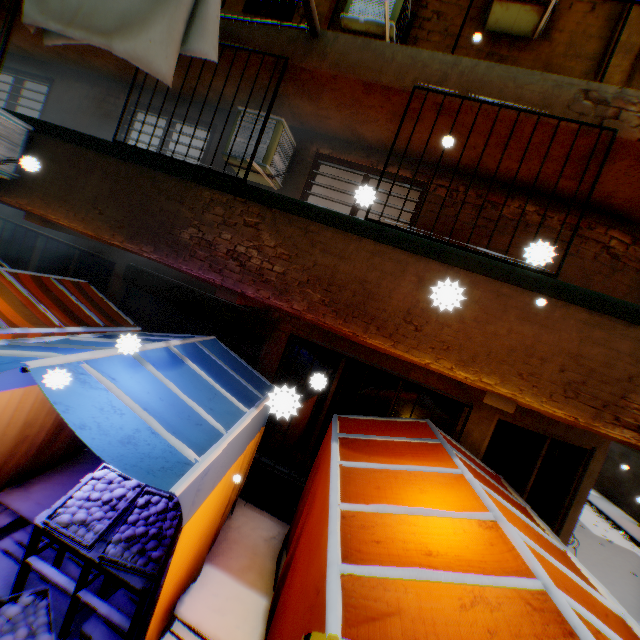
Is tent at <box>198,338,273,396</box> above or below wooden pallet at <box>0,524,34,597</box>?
above

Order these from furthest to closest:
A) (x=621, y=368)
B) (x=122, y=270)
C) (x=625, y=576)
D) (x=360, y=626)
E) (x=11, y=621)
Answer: (x=625, y=576) < (x=122, y=270) < (x=621, y=368) < (x=11, y=621) < (x=360, y=626)

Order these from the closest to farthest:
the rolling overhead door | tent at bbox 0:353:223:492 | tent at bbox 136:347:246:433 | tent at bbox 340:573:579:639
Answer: tent at bbox 340:573:579:639 < tent at bbox 0:353:223:492 < tent at bbox 136:347:246:433 < the rolling overhead door

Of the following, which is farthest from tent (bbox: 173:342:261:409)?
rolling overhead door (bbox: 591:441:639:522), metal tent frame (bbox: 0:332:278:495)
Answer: rolling overhead door (bbox: 591:441:639:522)

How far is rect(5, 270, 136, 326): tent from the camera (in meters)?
4.57

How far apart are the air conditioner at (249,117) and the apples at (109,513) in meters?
4.2 m

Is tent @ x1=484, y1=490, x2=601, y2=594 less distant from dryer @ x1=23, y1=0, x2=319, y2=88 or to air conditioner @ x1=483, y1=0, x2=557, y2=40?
dryer @ x1=23, y1=0, x2=319, y2=88

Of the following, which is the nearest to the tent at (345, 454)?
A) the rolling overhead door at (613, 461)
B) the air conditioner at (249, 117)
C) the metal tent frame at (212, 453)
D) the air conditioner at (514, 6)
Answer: the metal tent frame at (212, 453)
